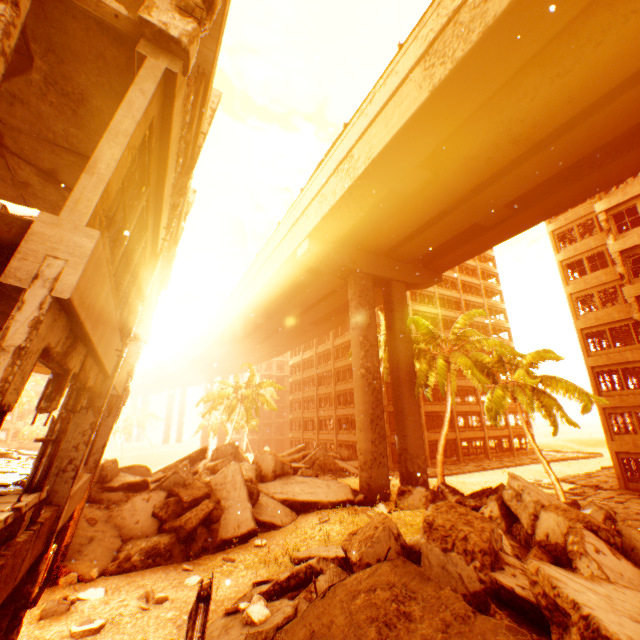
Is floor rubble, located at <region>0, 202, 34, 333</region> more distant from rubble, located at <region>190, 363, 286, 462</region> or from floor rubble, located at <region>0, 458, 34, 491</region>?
rubble, located at <region>190, 363, 286, 462</region>

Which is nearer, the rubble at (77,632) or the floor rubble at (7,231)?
the floor rubble at (7,231)

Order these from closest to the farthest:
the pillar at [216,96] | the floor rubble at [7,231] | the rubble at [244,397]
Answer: the floor rubble at [7,231] → the pillar at [216,96] → the rubble at [244,397]

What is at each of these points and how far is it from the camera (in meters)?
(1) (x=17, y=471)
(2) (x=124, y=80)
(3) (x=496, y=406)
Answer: (1) floor rubble, 8.70
(2) floor rubble, 4.18
(3) rubble, 16.33

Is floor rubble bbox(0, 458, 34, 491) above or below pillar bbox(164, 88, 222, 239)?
below

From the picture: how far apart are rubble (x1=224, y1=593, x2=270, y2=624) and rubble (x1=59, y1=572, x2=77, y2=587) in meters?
5.3

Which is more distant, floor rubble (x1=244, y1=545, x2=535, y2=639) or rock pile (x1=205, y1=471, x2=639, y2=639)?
rock pile (x1=205, y1=471, x2=639, y2=639)

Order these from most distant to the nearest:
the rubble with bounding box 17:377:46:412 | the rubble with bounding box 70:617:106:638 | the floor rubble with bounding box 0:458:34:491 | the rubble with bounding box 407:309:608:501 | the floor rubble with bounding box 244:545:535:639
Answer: the rubble with bounding box 17:377:46:412 < the rubble with bounding box 407:309:608:501 < the floor rubble with bounding box 0:458:34:491 < the rubble with bounding box 70:617:106:638 < the floor rubble with bounding box 244:545:535:639
